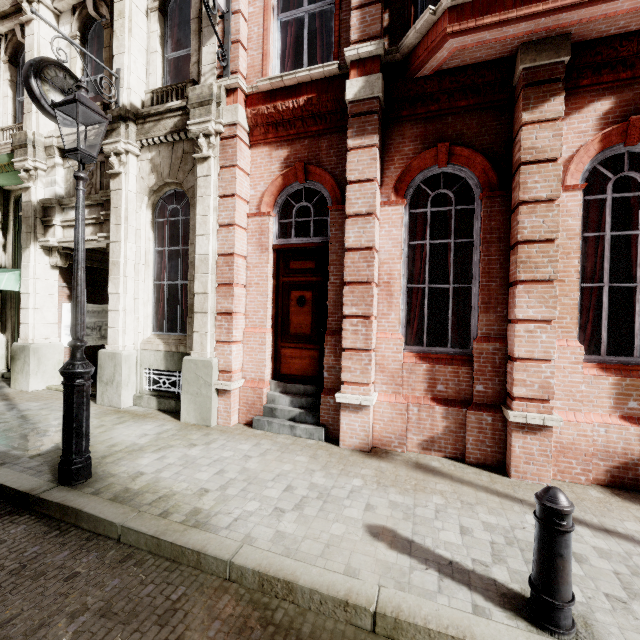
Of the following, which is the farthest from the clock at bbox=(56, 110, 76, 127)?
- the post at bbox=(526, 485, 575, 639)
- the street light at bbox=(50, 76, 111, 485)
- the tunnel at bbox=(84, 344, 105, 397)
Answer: the post at bbox=(526, 485, 575, 639)

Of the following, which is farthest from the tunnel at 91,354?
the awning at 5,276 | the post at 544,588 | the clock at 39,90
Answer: the post at 544,588

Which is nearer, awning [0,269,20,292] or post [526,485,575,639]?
post [526,485,575,639]

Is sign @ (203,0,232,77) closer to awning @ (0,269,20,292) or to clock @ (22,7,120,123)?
clock @ (22,7,120,123)

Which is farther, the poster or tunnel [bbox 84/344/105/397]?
the poster

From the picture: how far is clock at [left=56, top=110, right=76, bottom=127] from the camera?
5.66m

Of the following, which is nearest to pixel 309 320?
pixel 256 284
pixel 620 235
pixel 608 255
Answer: pixel 256 284

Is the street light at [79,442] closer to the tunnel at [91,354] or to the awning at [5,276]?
the tunnel at [91,354]
